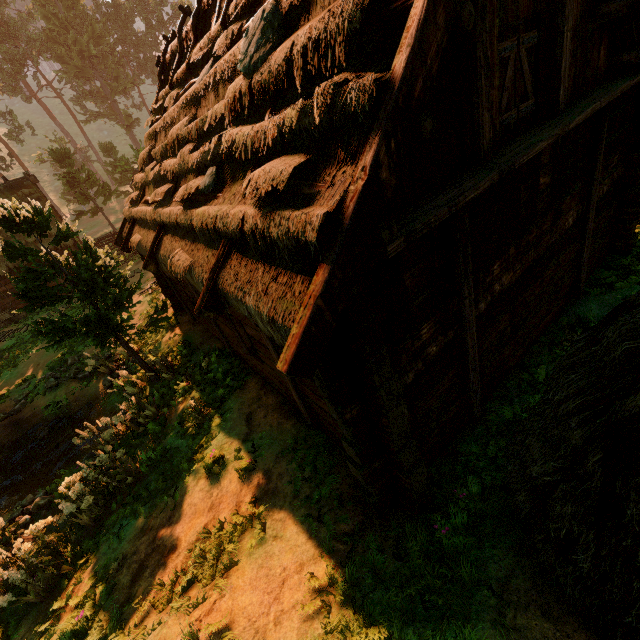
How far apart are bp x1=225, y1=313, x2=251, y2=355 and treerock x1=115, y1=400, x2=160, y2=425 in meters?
4.0

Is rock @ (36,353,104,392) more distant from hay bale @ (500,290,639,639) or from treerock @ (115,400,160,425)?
hay bale @ (500,290,639,639)

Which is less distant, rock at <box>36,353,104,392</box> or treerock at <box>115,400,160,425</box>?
treerock at <box>115,400,160,425</box>

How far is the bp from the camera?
6.7 meters

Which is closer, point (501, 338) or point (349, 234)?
point (349, 234)

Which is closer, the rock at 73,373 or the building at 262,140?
the building at 262,140

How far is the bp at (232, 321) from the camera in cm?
671

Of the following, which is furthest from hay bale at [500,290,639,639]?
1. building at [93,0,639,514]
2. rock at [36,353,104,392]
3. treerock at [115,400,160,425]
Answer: rock at [36,353,104,392]
